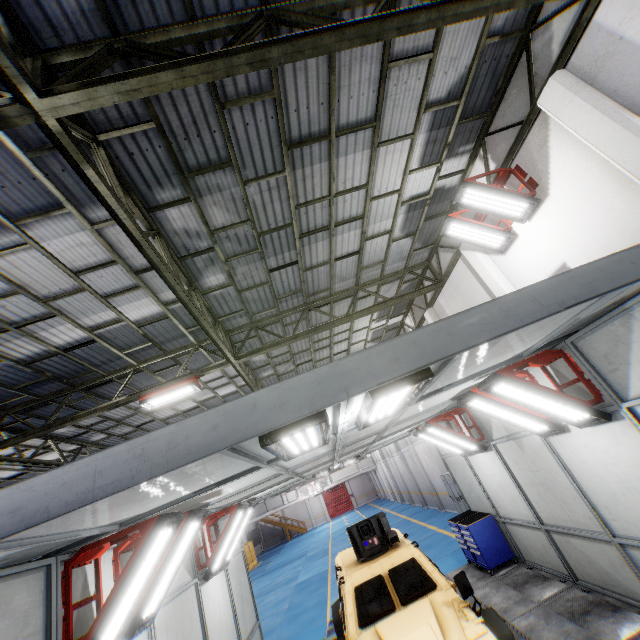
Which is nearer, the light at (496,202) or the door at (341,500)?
the light at (496,202)

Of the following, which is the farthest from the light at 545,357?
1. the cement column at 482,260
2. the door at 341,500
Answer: the door at 341,500

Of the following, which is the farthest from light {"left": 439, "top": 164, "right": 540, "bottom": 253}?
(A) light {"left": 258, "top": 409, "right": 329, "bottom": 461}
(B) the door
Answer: (B) the door

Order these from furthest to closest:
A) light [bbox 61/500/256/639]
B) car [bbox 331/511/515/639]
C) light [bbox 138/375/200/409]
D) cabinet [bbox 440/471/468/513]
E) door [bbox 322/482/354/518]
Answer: door [bbox 322/482/354/518] → cabinet [bbox 440/471/468/513] → light [bbox 138/375/200/409] → car [bbox 331/511/515/639] → light [bbox 61/500/256/639]

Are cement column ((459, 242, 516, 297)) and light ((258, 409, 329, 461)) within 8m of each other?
yes

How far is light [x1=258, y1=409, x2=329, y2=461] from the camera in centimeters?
262cm

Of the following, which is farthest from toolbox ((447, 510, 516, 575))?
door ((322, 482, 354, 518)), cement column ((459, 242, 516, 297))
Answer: door ((322, 482, 354, 518))

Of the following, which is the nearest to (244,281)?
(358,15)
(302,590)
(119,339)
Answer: (119,339)
